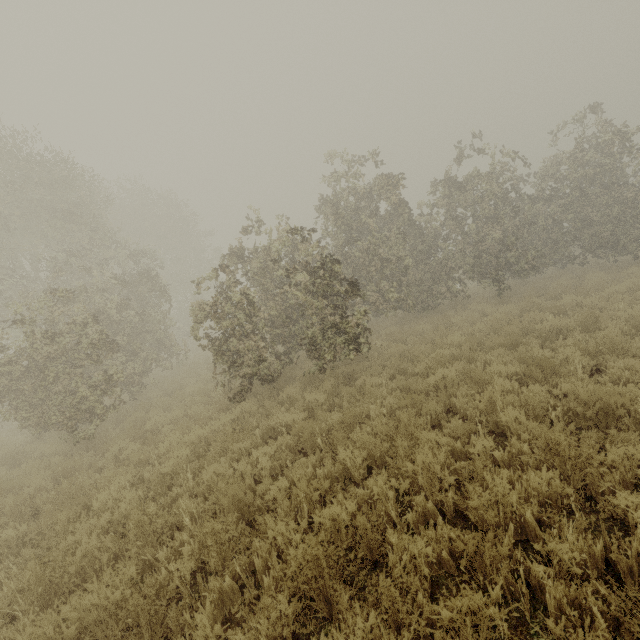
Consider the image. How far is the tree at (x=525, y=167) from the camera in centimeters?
1282cm

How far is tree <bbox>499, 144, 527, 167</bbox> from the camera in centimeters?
1282cm

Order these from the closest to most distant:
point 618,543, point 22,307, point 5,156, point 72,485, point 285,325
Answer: point 618,543, point 72,485, point 22,307, point 285,325, point 5,156
